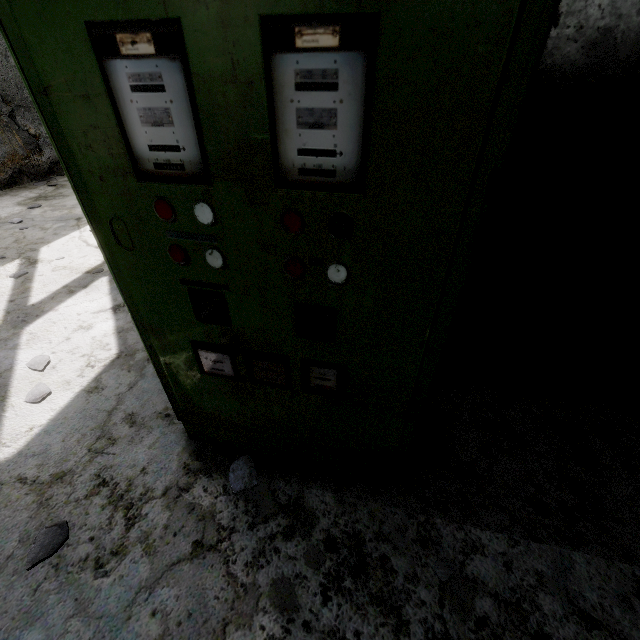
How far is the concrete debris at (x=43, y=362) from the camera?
2.50m

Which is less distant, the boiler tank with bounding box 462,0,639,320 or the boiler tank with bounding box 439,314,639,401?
the boiler tank with bounding box 462,0,639,320

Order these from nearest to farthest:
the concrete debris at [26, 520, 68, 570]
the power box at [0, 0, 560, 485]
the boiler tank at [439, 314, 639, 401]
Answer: the power box at [0, 0, 560, 485]
the concrete debris at [26, 520, 68, 570]
the boiler tank at [439, 314, 639, 401]

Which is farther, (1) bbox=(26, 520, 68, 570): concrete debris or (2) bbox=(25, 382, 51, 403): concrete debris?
(2) bbox=(25, 382, 51, 403): concrete debris

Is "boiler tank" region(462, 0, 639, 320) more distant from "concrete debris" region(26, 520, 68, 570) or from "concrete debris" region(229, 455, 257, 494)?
"concrete debris" region(26, 520, 68, 570)

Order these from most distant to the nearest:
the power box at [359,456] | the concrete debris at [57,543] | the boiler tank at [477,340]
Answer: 1. the boiler tank at [477,340]
2. the concrete debris at [57,543]
3. the power box at [359,456]

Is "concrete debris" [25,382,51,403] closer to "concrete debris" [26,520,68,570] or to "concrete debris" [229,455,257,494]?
"concrete debris" [26,520,68,570]

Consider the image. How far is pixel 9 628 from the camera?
1.35m
